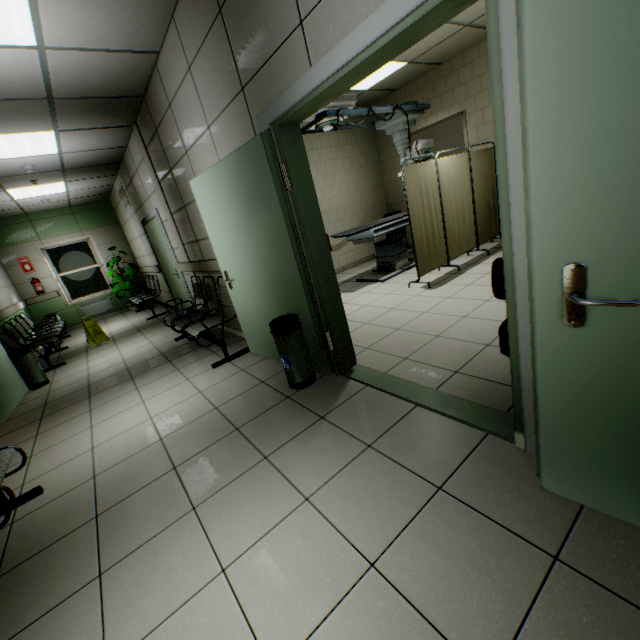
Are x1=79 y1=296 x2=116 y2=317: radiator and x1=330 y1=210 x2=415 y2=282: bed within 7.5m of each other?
Answer: no

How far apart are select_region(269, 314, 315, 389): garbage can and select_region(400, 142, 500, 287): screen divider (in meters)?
2.62

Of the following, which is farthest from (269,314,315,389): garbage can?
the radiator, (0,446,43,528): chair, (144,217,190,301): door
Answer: the radiator

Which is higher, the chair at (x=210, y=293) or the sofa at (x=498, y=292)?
the sofa at (x=498, y=292)

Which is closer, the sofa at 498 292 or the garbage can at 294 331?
the sofa at 498 292

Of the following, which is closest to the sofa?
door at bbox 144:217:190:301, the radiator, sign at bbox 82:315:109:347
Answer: door at bbox 144:217:190:301

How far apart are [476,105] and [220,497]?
7.0m

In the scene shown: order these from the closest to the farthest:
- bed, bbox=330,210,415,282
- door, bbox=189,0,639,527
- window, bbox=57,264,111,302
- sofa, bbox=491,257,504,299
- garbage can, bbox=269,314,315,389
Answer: door, bbox=189,0,639,527 < sofa, bbox=491,257,504,299 < garbage can, bbox=269,314,315,389 < bed, bbox=330,210,415,282 < window, bbox=57,264,111,302
